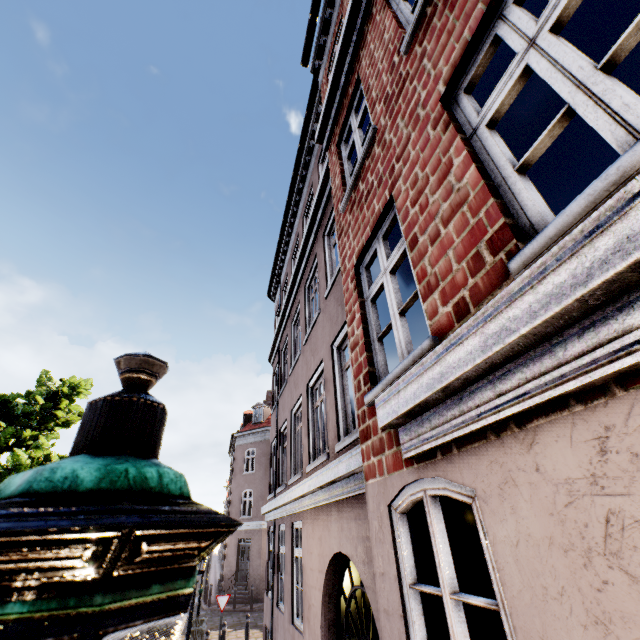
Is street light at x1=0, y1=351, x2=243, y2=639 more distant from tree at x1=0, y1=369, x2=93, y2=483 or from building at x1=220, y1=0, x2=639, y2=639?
building at x1=220, y1=0, x2=639, y2=639

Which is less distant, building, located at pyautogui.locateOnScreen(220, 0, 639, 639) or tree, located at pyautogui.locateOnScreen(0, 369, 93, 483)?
building, located at pyautogui.locateOnScreen(220, 0, 639, 639)

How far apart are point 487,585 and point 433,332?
2.5m

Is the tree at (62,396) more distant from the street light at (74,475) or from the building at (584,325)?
the building at (584,325)

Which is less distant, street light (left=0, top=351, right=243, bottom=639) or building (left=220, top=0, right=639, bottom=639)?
street light (left=0, top=351, right=243, bottom=639)

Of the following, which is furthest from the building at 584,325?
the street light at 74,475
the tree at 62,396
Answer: the tree at 62,396

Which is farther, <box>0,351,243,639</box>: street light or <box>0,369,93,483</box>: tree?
<box>0,369,93,483</box>: tree
